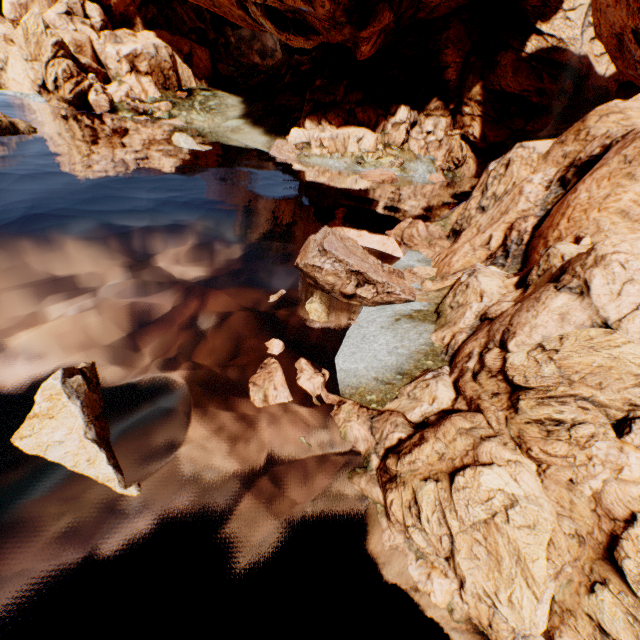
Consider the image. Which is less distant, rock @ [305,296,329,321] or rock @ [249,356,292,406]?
rock @ [249,356,292,406]

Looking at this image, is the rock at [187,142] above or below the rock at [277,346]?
above

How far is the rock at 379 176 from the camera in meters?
33.2 m

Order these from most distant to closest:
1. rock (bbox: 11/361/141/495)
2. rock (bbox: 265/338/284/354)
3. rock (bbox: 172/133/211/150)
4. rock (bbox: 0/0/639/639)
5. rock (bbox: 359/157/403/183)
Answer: rock (bbox: 359/157/403/183)
rock (bbox: 172/133/211/150)
rock (bbox: 265/338/284/354)
rock (bbox: 11/361/141/495)
rock (bbox: 0/0/639/639)

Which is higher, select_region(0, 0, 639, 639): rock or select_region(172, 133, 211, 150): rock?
select_region(0, 0, 639, 639): rock

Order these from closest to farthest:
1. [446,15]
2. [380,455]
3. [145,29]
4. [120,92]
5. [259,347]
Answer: [380,455] → [259,347] → [446,15] → [120,92] → [145,29]

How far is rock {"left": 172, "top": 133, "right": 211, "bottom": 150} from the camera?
32.2m
